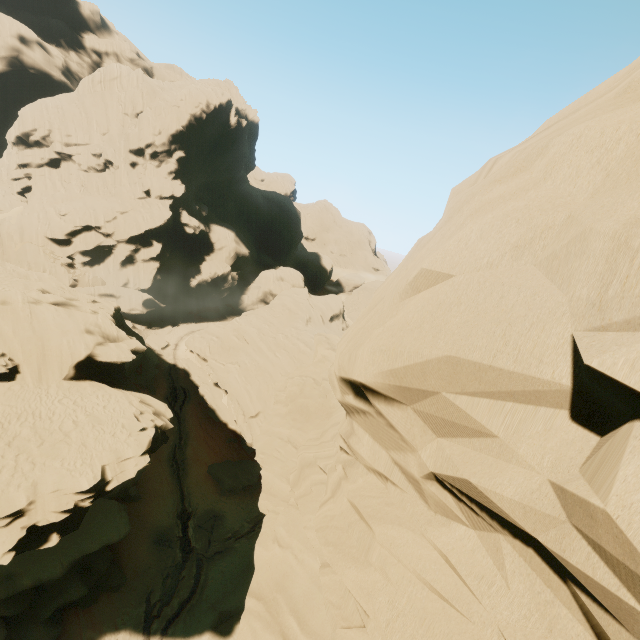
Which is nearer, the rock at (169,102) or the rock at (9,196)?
the rock at (9,196)

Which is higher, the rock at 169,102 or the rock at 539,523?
the rock at 169,102

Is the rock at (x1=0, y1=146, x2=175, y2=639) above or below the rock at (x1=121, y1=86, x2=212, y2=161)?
below

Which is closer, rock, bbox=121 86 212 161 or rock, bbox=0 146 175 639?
rock, bbox=0 146 175 639

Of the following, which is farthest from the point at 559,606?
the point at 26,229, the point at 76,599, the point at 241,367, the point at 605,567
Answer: the point at 26,229

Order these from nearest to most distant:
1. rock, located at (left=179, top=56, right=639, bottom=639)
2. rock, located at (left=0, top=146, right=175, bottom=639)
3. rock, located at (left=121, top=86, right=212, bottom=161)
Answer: rock, located at (left=179, top=56, right=639, bottom=639)
rock, located at (left=0, top=146, right=175, bottom=639)
rock, located at (left=121, top=86, right=212, bottom=161)

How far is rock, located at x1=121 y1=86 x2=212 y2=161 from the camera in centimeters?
5784cm
